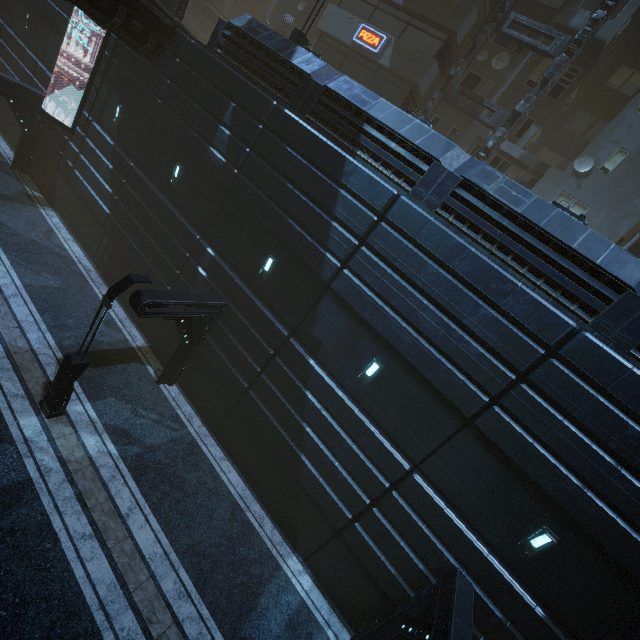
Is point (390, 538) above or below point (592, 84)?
below

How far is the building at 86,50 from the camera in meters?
16.7

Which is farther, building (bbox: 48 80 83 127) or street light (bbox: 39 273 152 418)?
building (bbox: 48 80 83 127)

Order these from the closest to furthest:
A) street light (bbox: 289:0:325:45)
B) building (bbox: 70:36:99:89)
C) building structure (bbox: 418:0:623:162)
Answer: street light (bbox: 289:0:325:45) → building structure (bbox: 418:0:623:162) → building (bbox: 70:36:99:89)

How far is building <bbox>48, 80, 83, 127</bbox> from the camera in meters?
17.7

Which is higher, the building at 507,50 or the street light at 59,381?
the building at 507,50

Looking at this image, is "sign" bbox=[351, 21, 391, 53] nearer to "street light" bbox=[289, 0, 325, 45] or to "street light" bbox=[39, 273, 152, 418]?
"street light" bbox=[289, 0, 325, 45]

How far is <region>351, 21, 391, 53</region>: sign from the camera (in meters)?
19.31
